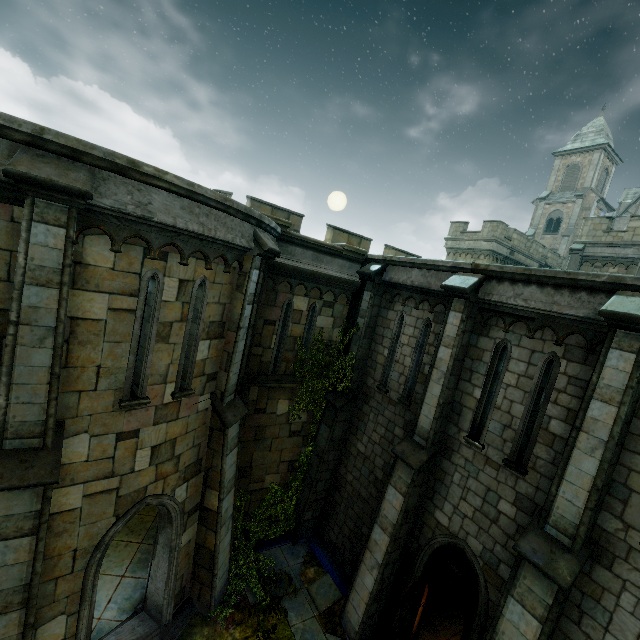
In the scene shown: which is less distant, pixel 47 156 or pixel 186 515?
pixel 47 156

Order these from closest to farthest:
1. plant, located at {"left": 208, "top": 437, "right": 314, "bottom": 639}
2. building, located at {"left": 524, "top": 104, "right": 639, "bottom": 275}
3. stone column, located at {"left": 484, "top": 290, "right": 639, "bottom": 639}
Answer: stone column, located at {"left": 484, "top": 290, "right": 639, "bottom": 639} → plant, located at {"left": 208, "top": 437, "right": 314, "bottom": 639} → building, located at {"left": 524, "top": 104, "right": 639, "bottom": 275}

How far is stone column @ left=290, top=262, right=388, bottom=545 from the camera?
10.68m

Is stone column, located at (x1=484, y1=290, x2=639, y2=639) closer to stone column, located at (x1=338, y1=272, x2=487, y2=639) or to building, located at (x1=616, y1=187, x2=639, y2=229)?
stone column, located at (x1=338, y1=272, x2=487, y2=639)

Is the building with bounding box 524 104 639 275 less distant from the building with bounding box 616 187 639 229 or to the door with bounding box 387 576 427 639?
the door with bounding box 387 576 427 639

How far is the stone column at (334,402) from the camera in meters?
10.7

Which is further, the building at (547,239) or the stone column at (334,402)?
the building at (547,239)

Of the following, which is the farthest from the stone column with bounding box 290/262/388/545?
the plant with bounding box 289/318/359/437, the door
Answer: the door
